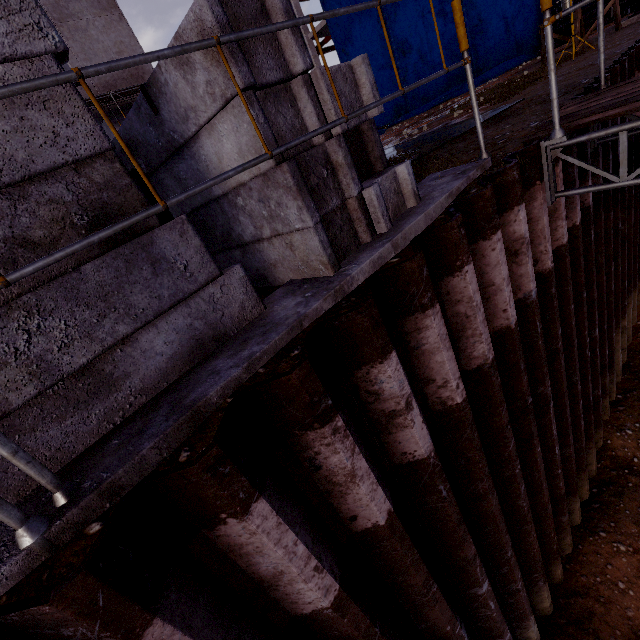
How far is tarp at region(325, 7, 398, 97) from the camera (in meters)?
18.62

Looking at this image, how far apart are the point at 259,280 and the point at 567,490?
5.83m

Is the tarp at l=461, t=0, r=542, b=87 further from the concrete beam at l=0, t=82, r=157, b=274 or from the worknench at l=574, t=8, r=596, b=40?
the concrete beam at l=0, t=82, r=157, b=274

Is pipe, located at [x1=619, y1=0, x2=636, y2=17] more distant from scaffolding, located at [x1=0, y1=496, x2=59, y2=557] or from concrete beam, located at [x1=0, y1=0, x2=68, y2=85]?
concrete beam, located at [x1=0, y1=0, x2=68, y2=85]

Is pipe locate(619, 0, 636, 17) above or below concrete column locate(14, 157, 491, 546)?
above

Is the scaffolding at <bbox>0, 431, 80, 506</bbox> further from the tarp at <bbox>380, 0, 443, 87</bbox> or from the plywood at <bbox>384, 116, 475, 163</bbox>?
the tarp at <bbox>380, 0, 443, 87</bbox>

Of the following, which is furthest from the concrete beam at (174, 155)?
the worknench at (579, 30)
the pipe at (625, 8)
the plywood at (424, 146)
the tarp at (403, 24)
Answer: the pipe at (625, 8)

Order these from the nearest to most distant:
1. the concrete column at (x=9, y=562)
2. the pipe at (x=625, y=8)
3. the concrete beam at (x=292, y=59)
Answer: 1. the concrete column at (x=9, y=562)
2. the concrete beam at (x=292, y=59)
3. the pipe at (x=625, y=8)
